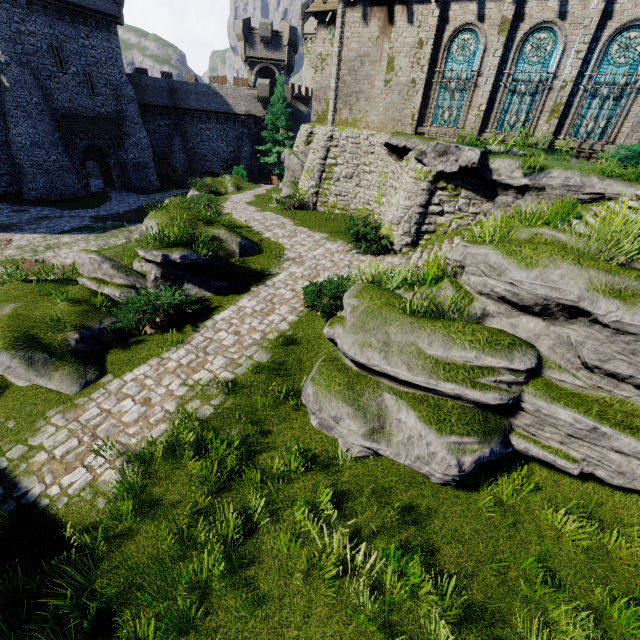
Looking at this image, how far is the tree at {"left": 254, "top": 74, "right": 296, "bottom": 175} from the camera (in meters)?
32.75

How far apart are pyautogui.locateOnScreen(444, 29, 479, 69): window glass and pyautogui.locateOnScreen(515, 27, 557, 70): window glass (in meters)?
1.54

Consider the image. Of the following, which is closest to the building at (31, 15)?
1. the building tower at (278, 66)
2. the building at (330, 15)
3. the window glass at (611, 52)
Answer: the building tower at (278, 66)

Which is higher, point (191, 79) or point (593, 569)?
point (191, 79)

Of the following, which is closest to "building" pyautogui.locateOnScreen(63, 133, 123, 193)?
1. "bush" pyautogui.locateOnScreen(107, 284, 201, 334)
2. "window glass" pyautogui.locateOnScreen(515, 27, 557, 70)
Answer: "bush" pyautogui.locateOnScreen(107, 284, 201, 334)

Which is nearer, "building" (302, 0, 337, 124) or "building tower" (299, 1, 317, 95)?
"building" (302, 0, 337, 124)

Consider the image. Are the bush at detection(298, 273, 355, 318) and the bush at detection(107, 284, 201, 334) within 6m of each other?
yes

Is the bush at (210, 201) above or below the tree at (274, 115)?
below
